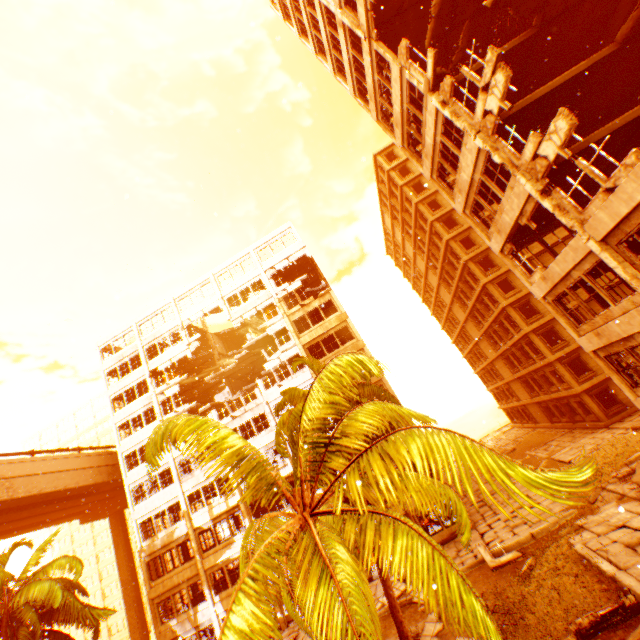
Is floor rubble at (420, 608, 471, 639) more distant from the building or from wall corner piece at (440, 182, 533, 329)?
the building

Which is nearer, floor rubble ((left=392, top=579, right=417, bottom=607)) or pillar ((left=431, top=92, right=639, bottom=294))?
pillar ((left=431, top=92, right=639, bottom=294))

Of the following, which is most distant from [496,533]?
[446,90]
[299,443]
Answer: [446,90]

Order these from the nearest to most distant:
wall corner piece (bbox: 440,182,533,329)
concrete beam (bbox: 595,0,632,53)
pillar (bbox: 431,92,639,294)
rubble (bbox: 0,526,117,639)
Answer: pillar (bbox: 431,92,639,294)
wall corner piece (bbox: 440,182,533,329)
concrete beam (bbox: 595,0,632,53)
rubble (bbox: 0,526,117,639)

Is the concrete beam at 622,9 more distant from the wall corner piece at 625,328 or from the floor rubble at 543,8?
the wall corner piece at 625,328

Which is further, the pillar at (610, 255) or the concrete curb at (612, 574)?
the pillar at (610, 255)

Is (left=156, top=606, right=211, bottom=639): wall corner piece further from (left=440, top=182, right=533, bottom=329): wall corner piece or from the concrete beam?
the concrete beam

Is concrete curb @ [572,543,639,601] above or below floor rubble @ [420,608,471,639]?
above
